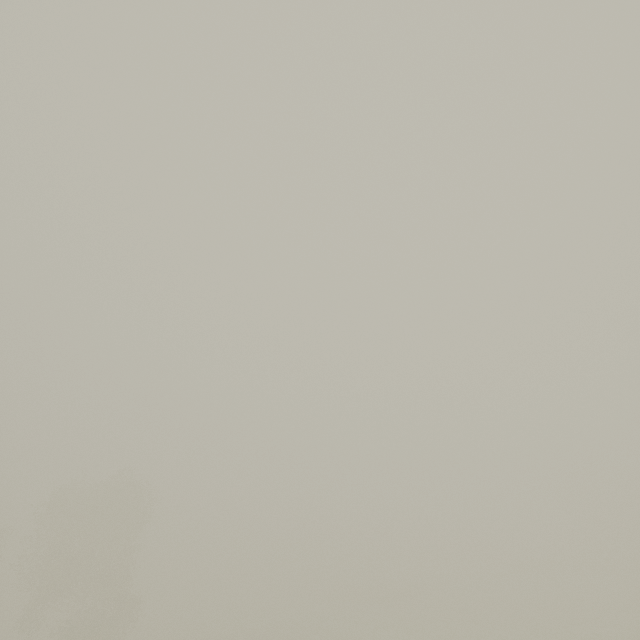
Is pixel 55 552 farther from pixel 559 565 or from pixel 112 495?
pixel 559 565
